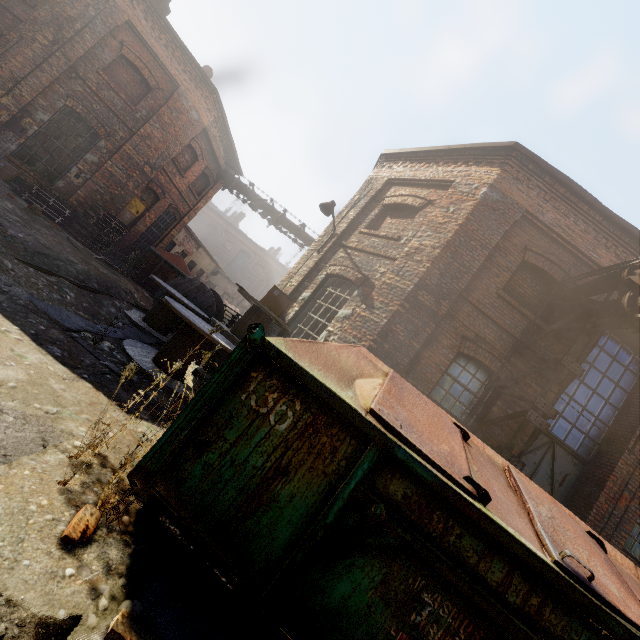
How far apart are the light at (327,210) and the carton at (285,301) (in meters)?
2.69

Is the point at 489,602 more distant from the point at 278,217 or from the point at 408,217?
the point at 278,217

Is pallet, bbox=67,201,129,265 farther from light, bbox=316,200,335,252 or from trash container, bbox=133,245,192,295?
light, bbox=316,200,335,252

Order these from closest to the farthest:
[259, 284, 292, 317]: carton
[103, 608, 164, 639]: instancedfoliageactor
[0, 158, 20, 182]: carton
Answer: [103, 608, 164, 639]: instancedfoliageactor → [259, 284, 292, 317]: carton → [0, 158, 20, 182]: carton

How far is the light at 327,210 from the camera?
8.8 meters

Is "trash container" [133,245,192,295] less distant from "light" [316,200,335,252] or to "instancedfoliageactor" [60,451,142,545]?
"light" [316,200,335,252]

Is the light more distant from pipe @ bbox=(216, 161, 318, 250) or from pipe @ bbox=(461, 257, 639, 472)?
pipe @ bbox=(216, 161, 318, 250)

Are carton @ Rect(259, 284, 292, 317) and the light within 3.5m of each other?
yes
